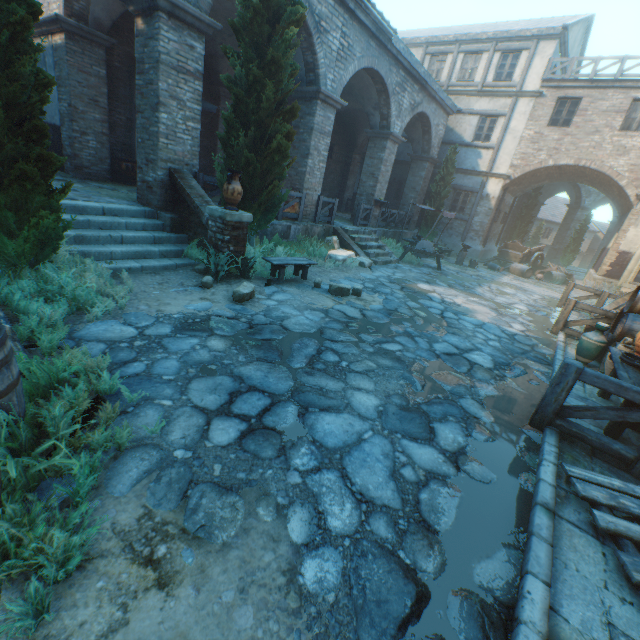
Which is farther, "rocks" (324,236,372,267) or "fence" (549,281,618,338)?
"rocks" (324,236,372,267)

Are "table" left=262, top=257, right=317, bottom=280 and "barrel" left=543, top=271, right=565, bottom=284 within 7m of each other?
no

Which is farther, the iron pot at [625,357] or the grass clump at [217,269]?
the grass clump at [217,269]

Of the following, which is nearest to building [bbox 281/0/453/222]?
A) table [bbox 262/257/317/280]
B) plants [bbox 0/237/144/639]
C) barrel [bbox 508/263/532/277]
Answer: plants [bbox 0/237/144/639]

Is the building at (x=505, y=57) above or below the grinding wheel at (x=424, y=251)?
above

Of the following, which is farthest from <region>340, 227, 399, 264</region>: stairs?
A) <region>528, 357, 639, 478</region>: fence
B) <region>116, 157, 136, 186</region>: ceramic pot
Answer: <region>528, 357, 639, 478</region>: fence

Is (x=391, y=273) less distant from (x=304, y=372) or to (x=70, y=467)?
(x=304, y=372)

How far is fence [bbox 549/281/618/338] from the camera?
7.7 meters
